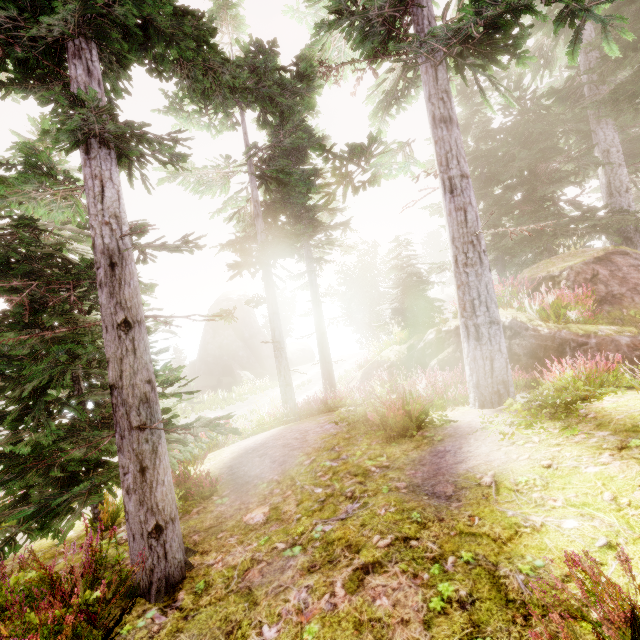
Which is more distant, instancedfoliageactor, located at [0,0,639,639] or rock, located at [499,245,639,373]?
rock, located at [499,245,639,373]

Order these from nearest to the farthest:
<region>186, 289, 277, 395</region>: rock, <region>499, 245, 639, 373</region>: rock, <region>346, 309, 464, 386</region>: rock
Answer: <region>499, 245, 639, 373</region>: rock
<region>346, 309, 464, 386</region>: rock
<region>186, 289, 277, 395</region>: rock

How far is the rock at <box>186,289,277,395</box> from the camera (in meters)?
35.75

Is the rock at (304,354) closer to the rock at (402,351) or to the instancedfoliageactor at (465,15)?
the instancedfoliageactor at (465,15)

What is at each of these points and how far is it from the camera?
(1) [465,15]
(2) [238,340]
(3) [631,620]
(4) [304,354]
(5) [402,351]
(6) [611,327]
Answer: (1) instancedfoliageactor, 5.50m
(2) rock, 41.84m
(3) instancedfoliageactor, 1.71m
(4) rock, 50.41m
(5) rock, 14.41m
(6) rock, 7.46m

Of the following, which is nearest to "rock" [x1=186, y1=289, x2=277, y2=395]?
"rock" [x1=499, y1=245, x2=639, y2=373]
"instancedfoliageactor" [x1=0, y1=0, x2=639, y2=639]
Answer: "instancedfoliageactor" [x1=0, y1=0, x2=639, y2=639]

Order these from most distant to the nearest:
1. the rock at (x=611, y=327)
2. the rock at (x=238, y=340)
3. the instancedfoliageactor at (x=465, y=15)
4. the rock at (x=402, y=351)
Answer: the rock at (x=238, y=340)
the rock at (x=402, y=351)
the rock at (x=611, y=327)
the instancedfoliageactor at (x=465, y=15)

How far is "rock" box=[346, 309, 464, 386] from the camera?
10.57m
